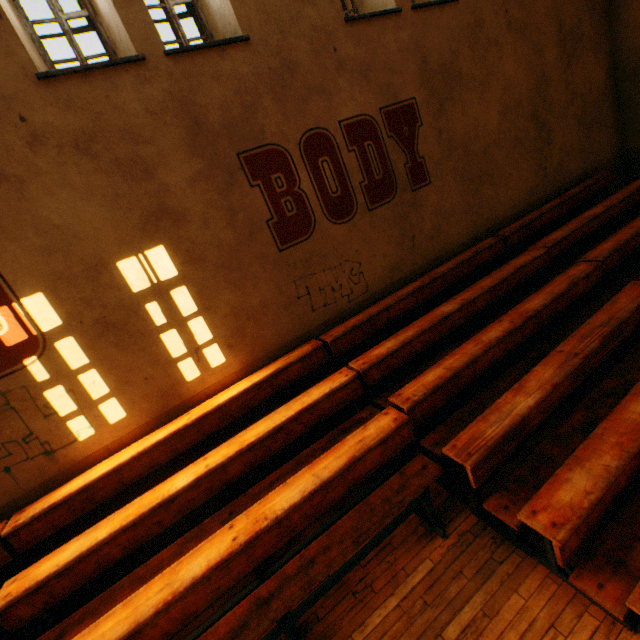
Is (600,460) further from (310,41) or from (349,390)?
(310,41)
